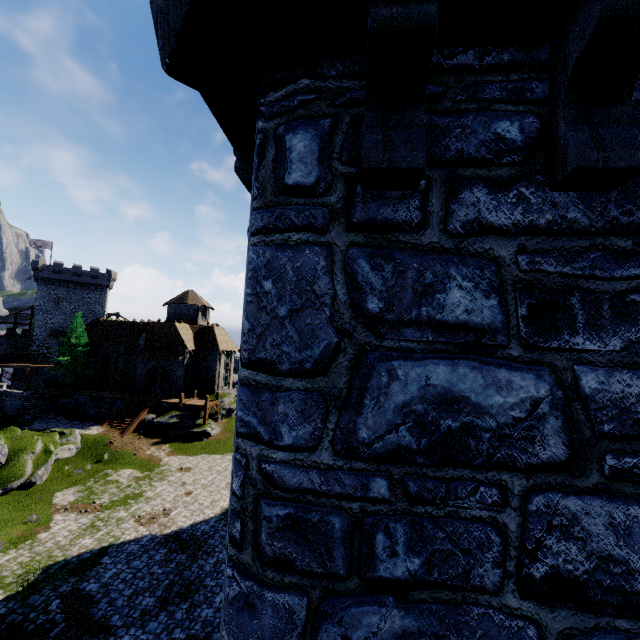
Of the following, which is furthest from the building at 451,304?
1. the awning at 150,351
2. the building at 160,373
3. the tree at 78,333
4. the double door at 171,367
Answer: the tree at 78,333

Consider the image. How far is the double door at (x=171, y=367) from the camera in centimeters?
3884cm

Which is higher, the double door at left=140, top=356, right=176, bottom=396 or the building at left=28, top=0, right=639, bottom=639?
the building at left=28, top=0, right=639, bottom=639

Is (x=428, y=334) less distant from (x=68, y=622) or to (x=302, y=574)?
(x=302, y=574)

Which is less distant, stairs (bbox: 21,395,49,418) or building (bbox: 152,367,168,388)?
stairs (bbox: 21,395,49,418)

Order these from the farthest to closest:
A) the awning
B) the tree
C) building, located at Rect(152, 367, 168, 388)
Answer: building, located at Rect(152, 367, 168, 388)
the tree
the awning

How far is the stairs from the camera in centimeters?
3381cm

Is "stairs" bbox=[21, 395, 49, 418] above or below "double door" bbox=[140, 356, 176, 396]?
below
